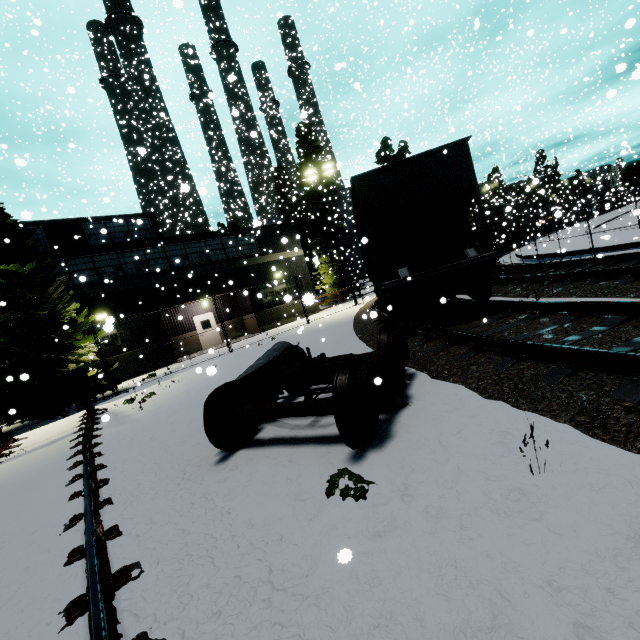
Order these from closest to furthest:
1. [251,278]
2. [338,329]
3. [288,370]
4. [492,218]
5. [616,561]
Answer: [616,561], [288,370], [338,329], [251,278], [492,218]

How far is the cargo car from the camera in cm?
3262

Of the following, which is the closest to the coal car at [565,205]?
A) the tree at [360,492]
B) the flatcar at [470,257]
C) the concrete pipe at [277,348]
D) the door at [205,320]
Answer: the flatcar at [470,257]

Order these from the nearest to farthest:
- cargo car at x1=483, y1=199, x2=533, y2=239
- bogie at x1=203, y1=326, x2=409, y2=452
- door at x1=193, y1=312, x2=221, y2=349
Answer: bogie at x1=203, y1=326, x2=409, y2=452 < door at x1=193, y1=312, x2=221, y2=349 < cargo car at x1=483, y1=199, x2=533, y2=239

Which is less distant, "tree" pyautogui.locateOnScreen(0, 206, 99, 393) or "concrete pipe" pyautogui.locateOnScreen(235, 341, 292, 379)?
"concrete pipe" pyautogui.locateOnScreen(235, 341, 292, 379)

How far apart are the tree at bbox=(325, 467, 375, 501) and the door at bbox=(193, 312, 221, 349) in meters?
21.5

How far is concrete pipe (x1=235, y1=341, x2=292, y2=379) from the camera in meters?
7.8

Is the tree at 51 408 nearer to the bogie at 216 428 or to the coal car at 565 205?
the bogie at 216 428
